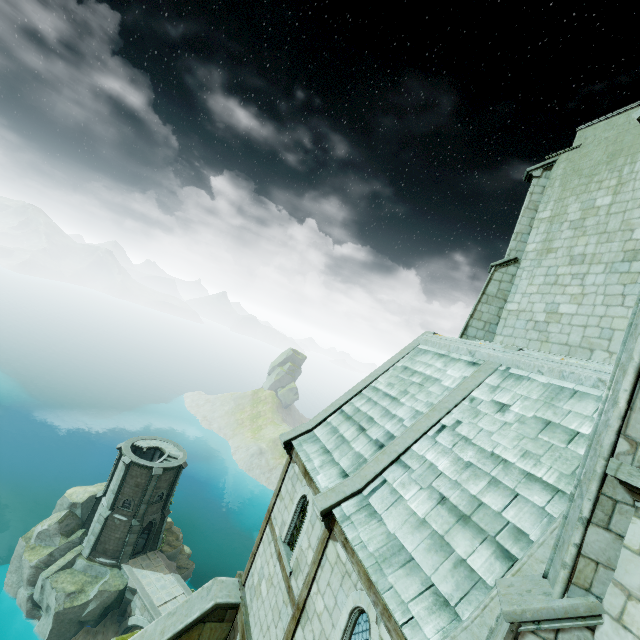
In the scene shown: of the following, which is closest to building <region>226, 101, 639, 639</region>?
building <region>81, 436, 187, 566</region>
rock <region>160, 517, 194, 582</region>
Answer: building <region>81, 436, 187, 566</region>

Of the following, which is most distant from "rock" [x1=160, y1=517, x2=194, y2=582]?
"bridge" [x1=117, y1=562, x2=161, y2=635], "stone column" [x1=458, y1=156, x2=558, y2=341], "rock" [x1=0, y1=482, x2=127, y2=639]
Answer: "stone column" [x1=458, y1=156, x2=558, y2=341]

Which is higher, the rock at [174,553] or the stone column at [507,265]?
the stone column at [507,265]

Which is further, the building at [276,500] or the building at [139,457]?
the building at [139,457]

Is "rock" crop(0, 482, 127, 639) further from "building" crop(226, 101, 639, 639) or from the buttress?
"building" crop(226, 101, 639, 639)

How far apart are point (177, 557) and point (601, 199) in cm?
5202

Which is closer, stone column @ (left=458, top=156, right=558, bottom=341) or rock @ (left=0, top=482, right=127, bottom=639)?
stone column @ (left=458, top=156, right=558, bottom=341)

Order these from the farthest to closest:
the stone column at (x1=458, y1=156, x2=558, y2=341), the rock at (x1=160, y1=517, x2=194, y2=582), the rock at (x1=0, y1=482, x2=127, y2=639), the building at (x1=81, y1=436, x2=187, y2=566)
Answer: the rock at (x1=160, y1=517, x2=194, y2=582)
the building at (x1=81, y1=436, x2=187, y2=566)
the rock at (x1=0, y1=482, x2=127, y2=639)
the stone column at (x1=458, y1=156, x2=558, y2=341)
